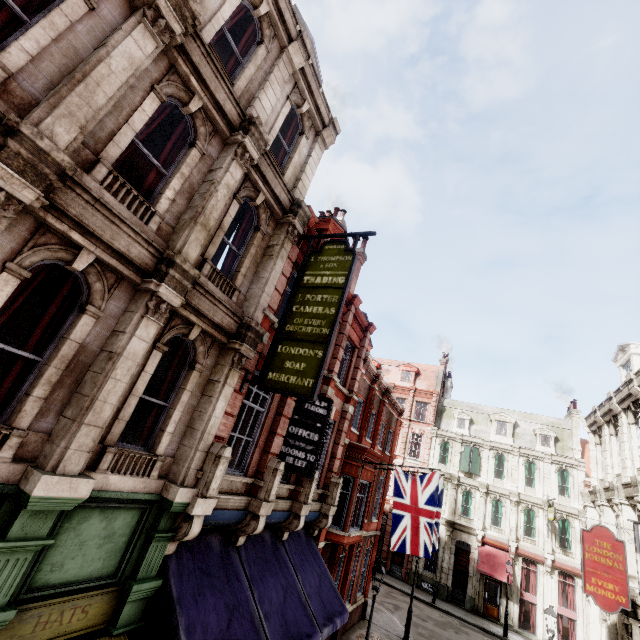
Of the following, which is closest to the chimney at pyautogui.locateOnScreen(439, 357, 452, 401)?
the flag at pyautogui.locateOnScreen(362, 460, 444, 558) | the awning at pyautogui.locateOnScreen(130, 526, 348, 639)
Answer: the flag at pyautogui.locateOnScreen(362, 460, 444, 558)

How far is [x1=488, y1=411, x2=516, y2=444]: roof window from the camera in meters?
32.5 m

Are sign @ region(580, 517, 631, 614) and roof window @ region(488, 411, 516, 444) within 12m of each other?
no

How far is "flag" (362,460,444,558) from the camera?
12.7 meters

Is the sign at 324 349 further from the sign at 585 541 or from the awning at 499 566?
the awning at 499 566

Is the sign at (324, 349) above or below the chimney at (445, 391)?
below

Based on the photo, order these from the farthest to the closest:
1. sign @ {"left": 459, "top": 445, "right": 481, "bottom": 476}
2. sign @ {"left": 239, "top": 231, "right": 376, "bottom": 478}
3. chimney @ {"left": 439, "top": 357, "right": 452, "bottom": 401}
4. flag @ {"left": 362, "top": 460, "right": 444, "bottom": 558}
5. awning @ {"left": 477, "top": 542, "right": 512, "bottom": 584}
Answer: chimney @ {"left": 439, "top": 357, "right": 452, "bottom": 401}, sign @ {"left": 459, "top": 445, "right": 481, "bottom": 476}, awning @ {"left": 477, "top": 542, "right": 512, "bottom": 584}, flag @ {"left": 362, "top": 460, "right": 444, "bottom": 558}, sign @ {"left": 239, "top": 231, "right": 376, "bottom": 478}

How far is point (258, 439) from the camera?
9.1 meters
